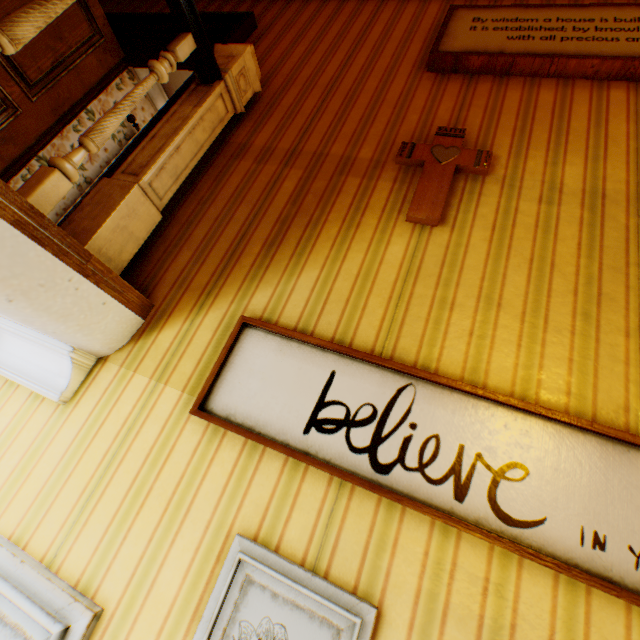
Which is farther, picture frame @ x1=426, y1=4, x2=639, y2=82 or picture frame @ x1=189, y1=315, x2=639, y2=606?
picture frame @ x1=426, y1=4, x2=639, y2=82

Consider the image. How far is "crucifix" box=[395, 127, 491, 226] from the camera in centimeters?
143cm

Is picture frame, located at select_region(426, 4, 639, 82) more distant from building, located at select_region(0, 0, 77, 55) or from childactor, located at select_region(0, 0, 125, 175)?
childactor, located at select_region(0, 0, 125, 175)

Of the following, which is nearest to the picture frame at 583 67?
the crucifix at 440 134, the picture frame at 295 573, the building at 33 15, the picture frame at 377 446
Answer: the building at 33 15

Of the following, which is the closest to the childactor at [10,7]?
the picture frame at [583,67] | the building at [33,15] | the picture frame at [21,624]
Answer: the building at [33,15]

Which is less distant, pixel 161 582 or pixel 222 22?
pixel 161 582

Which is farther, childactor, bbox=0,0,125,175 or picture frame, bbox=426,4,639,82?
childactor, bbox=0,0,125,175

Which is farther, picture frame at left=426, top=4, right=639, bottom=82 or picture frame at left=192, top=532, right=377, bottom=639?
picture frame at left=426, top=4, right=639, bottom=82
